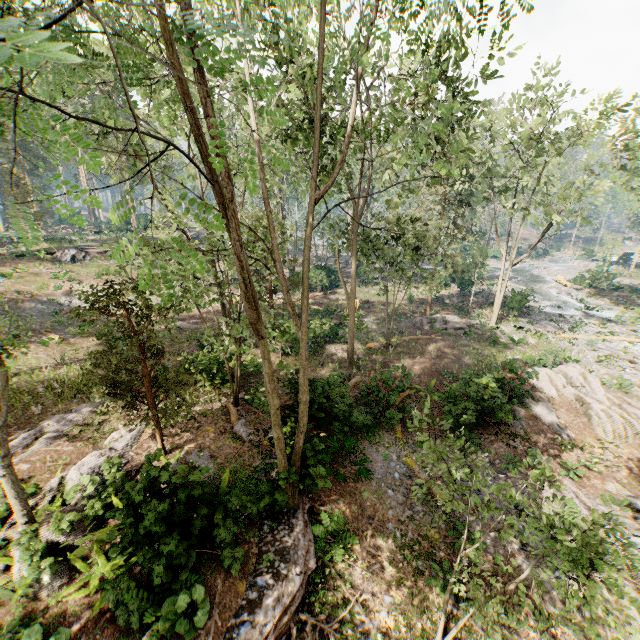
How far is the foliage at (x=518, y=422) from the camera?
15.4m

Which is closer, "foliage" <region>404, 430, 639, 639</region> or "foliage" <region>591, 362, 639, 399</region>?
"foliage" <region>404, 430, 639, 639</region>

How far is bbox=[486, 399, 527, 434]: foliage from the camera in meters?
15.4

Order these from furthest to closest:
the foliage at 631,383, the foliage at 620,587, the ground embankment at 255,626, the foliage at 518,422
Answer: the foliage at 631,383
the foliage at 518,422
the ground embankment at 255,626
the foliage at 620,587

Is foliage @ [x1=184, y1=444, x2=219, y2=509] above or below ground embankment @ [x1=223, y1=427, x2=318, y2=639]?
above

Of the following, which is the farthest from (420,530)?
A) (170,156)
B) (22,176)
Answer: (22,176)

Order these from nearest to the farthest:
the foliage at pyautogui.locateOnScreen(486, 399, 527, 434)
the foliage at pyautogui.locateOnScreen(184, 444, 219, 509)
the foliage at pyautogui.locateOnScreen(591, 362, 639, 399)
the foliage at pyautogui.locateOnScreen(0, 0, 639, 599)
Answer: the foliage at pyautogui.locateOnScreen(0, 0, 639, 599) < the foliage at pyautogui.locateOnScreen(184, 444, 219, 509) < the foliage at pyautogui.locateOnScreen(486, 399, 527, 434) < the foliage at pyautogui.locateOnScreen(591, 362, 639, 399)
